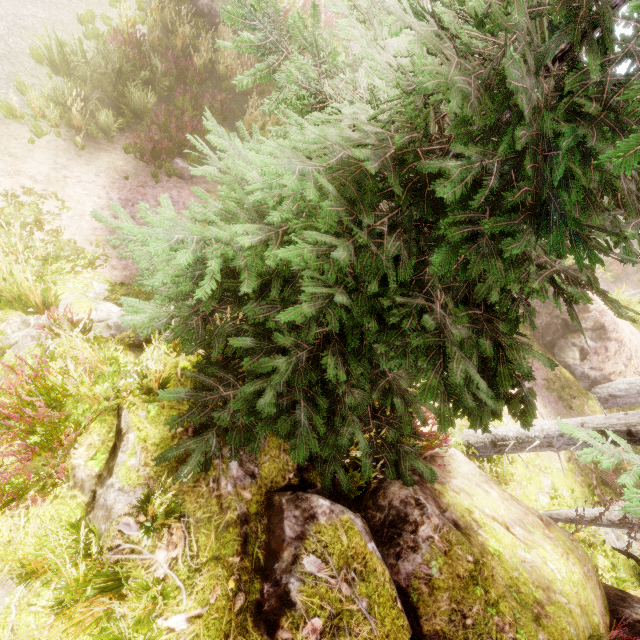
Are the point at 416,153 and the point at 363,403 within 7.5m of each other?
yes

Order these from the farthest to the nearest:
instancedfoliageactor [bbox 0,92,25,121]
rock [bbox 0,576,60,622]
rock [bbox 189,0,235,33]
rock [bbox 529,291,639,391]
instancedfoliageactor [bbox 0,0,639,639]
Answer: rock [bbox 189,0,235,33], rock [bbox 529,291,639,391], instancedfoliageactor [bbox 0,92,25,121], rock [bbox 0,576,60,622], instancedfoliageactor [bbox 0,0,639,639]

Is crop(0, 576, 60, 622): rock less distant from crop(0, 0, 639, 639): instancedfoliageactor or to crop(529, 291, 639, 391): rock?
crop(0, 0, 639, 639): instancedfoliageactor

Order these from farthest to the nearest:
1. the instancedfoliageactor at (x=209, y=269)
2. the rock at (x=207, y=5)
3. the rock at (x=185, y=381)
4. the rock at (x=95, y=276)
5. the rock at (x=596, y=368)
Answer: the rock at (x=207, y=5)
the rock at (x=596, y=368)
the rock at (x=95, y=276)
the rock at (x=185, y=381)
the instancedfoliageactor at (x=209, y=269)

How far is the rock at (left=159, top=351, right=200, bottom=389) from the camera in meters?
4.2

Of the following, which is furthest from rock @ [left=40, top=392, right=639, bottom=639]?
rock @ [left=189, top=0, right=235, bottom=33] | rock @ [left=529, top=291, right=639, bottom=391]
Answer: rock @ [left=189, top=0, right=235, bottom=33]

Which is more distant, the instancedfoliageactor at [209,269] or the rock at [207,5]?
the rock at [207,5]
